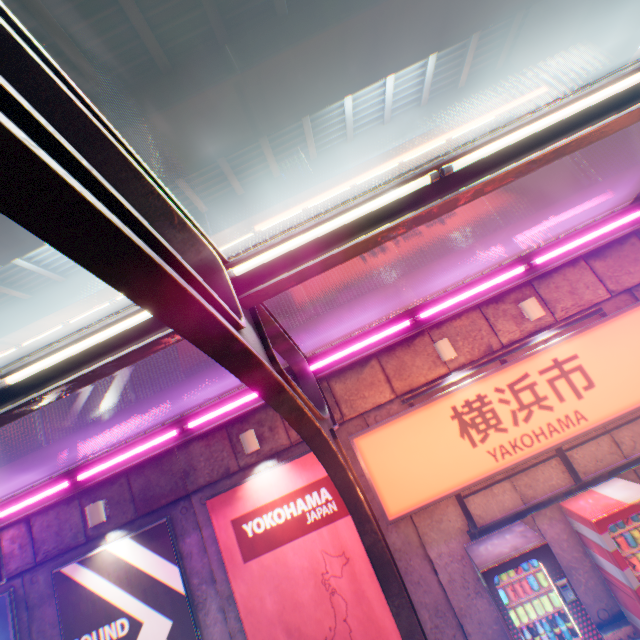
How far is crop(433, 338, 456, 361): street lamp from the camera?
6.3m

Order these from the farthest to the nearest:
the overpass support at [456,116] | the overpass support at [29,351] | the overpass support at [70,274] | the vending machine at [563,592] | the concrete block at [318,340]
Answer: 1. the overpass support at [29,351]
2. the overpass support at [70,274]
3. the overpass support at [456,116]
4. the concrete block at [318,340]
5. the vending machine at [563,592]

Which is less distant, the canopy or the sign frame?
the canopy

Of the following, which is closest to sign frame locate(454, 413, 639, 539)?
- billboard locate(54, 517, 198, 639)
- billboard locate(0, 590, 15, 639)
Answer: billboard locate(54, 517, 198, 639)

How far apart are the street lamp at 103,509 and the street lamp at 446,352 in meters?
7.6

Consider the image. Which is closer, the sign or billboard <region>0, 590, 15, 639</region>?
the sign

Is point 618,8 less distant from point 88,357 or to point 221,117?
point 221,117

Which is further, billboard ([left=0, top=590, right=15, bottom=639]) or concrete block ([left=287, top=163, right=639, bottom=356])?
concrete block ([left=287, top=163, right=639, bottom=356])
